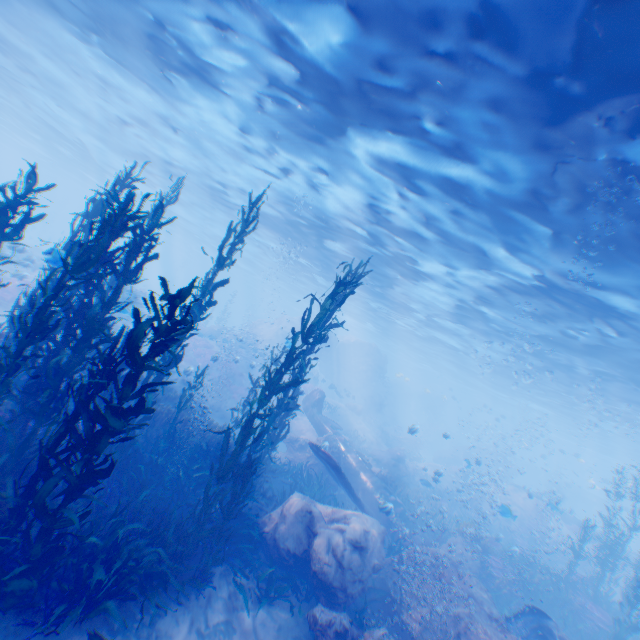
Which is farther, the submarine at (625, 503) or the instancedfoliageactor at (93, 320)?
the submarine at (625, 503)

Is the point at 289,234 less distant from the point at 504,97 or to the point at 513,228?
the point at 513,228

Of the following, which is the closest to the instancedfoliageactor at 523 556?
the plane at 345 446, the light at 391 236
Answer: the plane at 345 446

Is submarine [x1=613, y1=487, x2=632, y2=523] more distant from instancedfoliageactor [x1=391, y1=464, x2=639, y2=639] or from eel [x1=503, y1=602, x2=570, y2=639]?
eel [x1=503, y1=602, x2=570, y2=639]

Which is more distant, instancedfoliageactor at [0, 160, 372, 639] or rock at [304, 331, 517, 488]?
rock at [304, 331, 517, 488]

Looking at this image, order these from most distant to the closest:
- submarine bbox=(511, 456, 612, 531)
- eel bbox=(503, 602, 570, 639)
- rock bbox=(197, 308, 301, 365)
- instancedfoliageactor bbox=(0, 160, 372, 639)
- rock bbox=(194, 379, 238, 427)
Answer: submarine bbox=(511, 456, 612, 531) → rock bbox=(197, 308, 301, 365) → rock bbox=(194, 379, 238, 427) → eel bbox=(503, 602, 570, 639) → instancedfoliageactor bbox=(0, 160, 372, 639)

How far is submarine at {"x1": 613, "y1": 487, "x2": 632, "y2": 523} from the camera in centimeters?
2561cm

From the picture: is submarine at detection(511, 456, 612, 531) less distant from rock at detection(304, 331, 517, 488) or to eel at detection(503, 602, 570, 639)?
rock at detection(304, 331, 517, 488)
